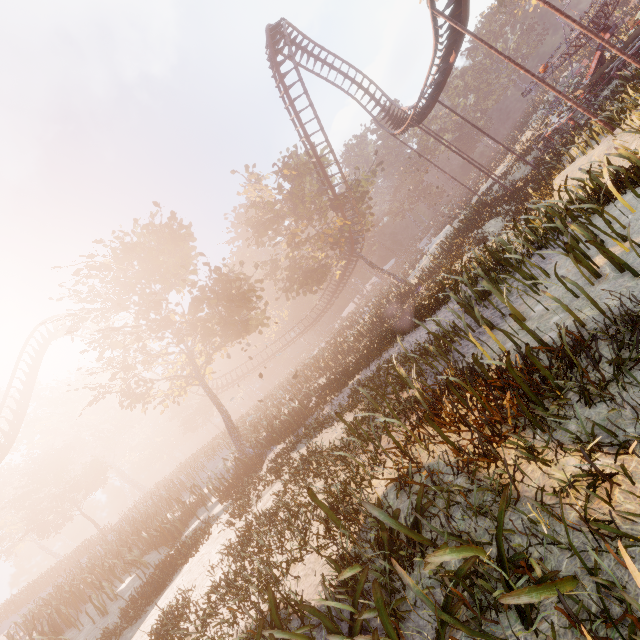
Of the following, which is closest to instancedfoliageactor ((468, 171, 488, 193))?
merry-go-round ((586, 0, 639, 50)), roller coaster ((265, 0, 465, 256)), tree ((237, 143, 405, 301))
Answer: merry-go-round ((586, 0, 639, 50))

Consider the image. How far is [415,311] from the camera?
16.0 meters

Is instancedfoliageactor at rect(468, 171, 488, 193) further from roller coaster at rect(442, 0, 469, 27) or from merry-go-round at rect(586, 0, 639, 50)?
roller coaster at rect(442, 0, 469, 27)

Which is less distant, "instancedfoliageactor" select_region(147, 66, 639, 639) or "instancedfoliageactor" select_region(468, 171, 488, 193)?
"instancedfoliageactor" select_region(147, 66, 639, 639)

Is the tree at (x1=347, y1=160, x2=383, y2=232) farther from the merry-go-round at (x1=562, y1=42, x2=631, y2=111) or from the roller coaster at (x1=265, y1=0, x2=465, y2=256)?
the merry-go-round at (x1=562, y1=42, x2=631, y2=111)

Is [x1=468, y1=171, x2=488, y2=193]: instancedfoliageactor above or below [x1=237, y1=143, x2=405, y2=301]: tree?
below

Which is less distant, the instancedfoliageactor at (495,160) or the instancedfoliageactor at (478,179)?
the instancedfoliageactor at (495,160)

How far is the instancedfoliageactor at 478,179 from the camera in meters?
39.6
